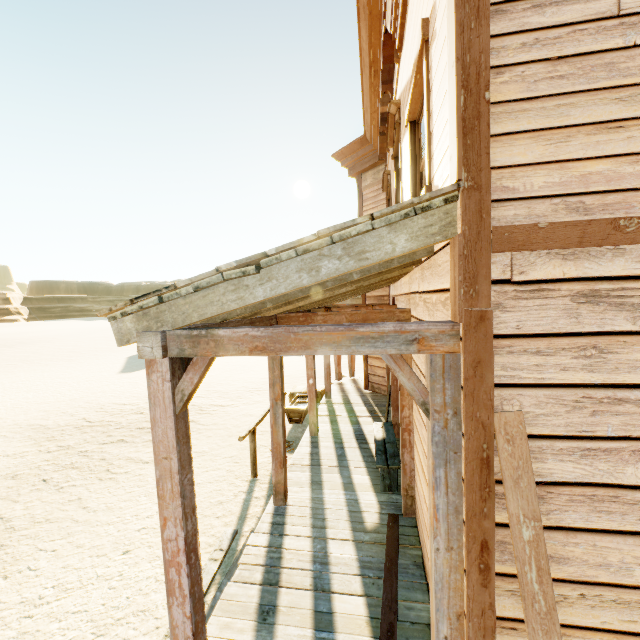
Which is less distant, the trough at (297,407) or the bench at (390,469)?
the bench at (390,469)

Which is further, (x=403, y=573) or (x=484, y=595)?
(x=403, y=573)

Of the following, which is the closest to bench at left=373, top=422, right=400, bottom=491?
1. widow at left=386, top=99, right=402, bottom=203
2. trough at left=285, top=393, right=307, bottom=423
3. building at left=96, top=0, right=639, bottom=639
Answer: building at left=96, top=0, right=639, bottom=639

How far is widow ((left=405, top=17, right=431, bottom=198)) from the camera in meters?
2.4

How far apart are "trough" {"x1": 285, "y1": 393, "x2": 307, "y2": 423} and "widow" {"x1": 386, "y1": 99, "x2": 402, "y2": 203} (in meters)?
4.73

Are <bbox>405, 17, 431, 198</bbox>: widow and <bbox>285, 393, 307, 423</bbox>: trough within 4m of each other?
no

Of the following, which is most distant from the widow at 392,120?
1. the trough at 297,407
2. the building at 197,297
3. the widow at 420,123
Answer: the trough at 297,407

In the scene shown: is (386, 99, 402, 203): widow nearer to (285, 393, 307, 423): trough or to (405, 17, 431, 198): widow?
(405, 17, 431, 198): widow
